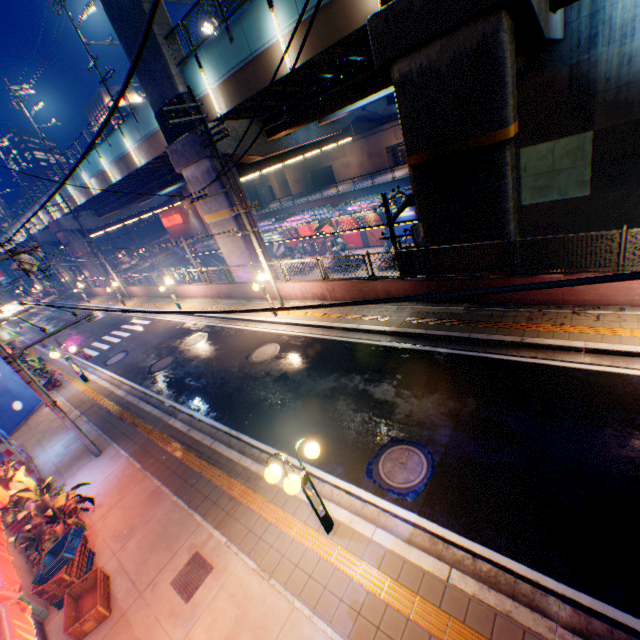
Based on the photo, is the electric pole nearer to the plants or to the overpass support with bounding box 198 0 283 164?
the plants

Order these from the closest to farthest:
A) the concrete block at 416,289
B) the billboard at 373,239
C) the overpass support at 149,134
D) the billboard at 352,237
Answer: the concrete block at 416,289, the overpass support at 149,134, the billboard at 373,239, the billboard at 352,237

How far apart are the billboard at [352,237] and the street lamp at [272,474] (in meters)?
36.47

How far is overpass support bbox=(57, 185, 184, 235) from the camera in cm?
3133

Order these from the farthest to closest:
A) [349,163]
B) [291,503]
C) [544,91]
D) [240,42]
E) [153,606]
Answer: [349,163] < [544,91] < [240,42] < [291,503] < [153,606]

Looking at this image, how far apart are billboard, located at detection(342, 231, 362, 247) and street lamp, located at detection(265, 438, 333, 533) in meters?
36.5

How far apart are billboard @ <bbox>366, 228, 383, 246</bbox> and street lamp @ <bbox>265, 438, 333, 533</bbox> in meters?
34.8 m

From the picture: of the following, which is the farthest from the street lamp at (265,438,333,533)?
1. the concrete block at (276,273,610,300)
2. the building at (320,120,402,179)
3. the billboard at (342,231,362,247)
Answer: the building at (320,120,402,179)
